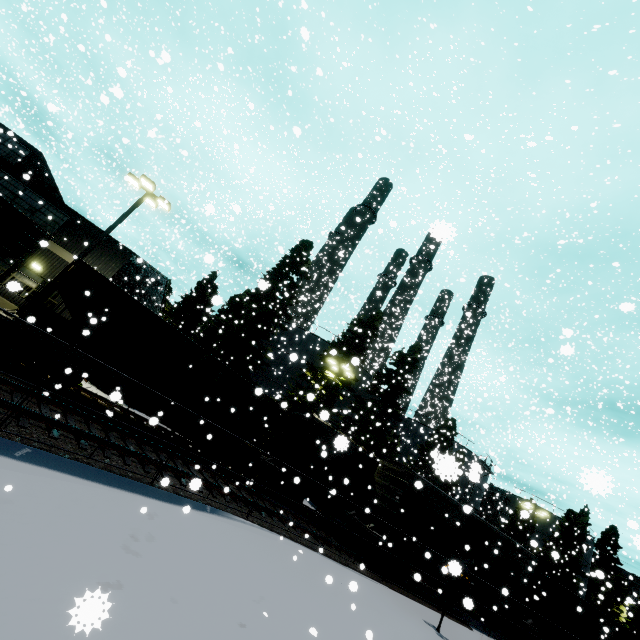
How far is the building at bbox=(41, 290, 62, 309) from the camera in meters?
18.4 m

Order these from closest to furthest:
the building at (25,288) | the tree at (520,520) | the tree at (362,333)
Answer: the building at (25,288)
the tree at (520,520)
the tree at (362,333)

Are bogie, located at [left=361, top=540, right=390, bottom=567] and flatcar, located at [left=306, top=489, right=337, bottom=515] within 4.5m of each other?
yes

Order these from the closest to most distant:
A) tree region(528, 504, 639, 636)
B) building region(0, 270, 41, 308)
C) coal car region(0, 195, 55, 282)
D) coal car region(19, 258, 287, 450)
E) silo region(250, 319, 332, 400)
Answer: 1. building region(0, 270, 41, 308)
2. coal car region(0, 195, 55, 282)
3. coal car region(19, 258, 287, 450)
4. silo region(250, 319, 332, 400)
5. tree region(528, 504, 639, 636)

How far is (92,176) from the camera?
31.2m

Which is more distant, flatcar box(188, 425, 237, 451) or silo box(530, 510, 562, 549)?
silo box(530, 510, 562, 549)

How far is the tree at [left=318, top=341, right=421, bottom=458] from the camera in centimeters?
2583cm

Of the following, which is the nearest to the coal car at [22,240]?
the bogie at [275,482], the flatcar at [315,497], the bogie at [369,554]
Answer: the flatcar at [315,497]
